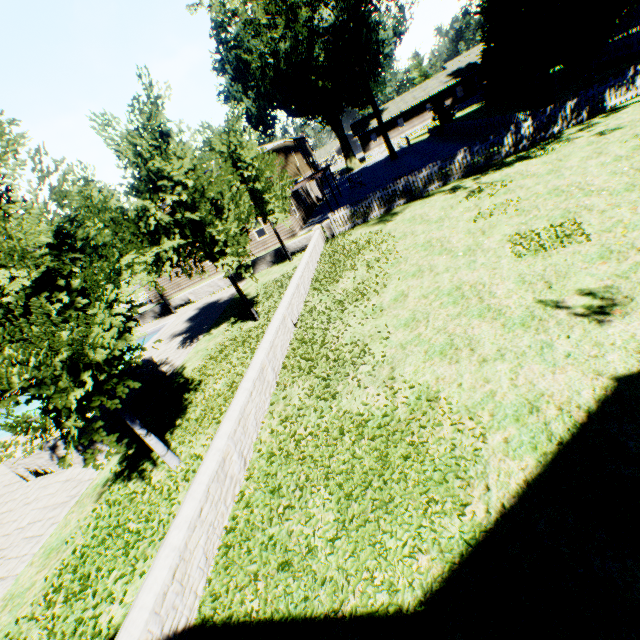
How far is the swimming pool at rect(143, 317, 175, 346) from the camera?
18.2m

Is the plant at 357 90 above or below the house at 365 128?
above

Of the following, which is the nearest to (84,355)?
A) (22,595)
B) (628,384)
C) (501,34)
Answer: (22,595)

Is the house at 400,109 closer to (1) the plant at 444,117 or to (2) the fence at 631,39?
(2) the fence at 631,39

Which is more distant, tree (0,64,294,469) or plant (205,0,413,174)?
plant (205,0,413,174)

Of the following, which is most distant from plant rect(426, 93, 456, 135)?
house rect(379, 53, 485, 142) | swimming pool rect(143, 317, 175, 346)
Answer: swimming pool rect(143, 317, 175, 346)

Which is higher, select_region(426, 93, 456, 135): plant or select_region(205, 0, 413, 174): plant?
select_region(205, 0, 413, 174): plant

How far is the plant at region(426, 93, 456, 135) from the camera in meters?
31.8 m
